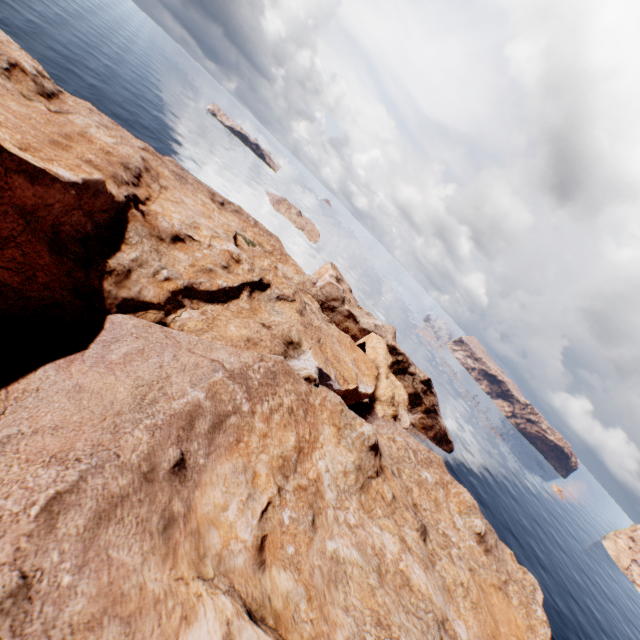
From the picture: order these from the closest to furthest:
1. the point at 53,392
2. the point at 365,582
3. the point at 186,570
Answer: the point at 186,570 < the point at 53,392 < the point at 365,582
